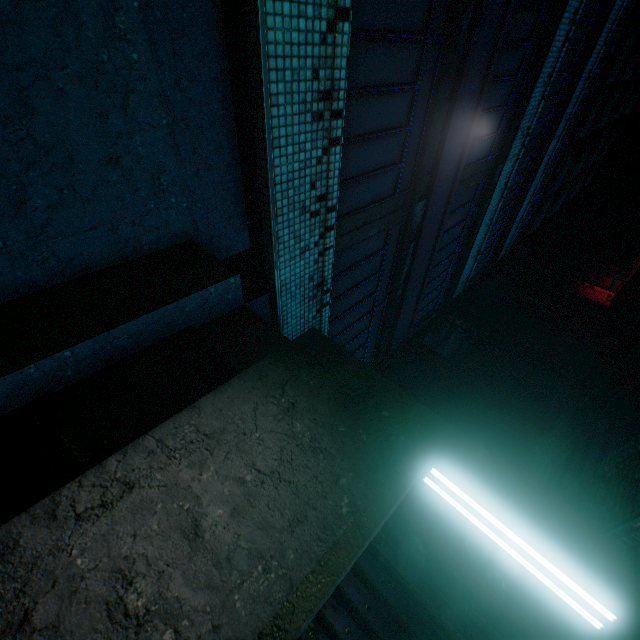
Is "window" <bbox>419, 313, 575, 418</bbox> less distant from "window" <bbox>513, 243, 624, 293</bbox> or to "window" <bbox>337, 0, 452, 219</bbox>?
"window" <bbox>337, 0, 452, 219</bbox>

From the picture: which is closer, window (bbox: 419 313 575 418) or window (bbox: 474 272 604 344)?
window (bbox: 419 313 575 418)

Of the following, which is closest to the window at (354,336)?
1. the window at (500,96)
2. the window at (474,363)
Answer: the window at (500,96)

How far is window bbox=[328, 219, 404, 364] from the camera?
4.4m

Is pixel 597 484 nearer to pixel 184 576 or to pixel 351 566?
pixel 351 566

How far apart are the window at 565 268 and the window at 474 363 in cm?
445

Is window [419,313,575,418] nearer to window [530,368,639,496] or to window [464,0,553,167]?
window [530,368,639,496]

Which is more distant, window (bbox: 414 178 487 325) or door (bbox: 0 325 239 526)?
window (bbox: 414 178 487 325)
